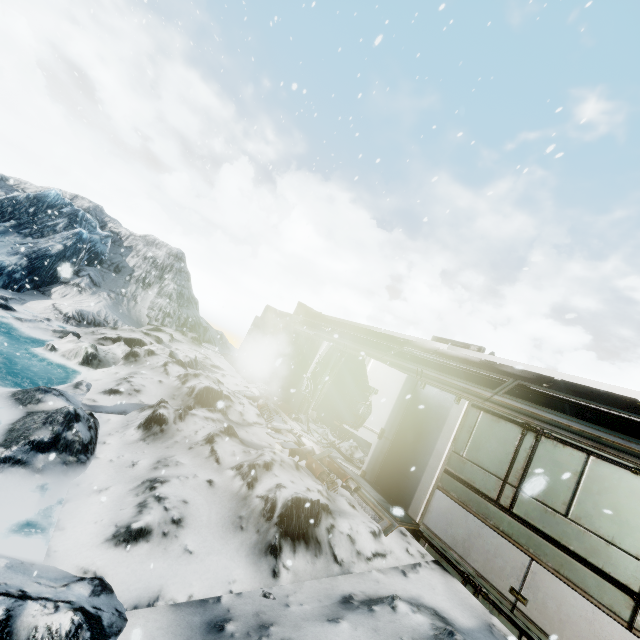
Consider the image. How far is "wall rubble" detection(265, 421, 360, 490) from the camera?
6.7 meters

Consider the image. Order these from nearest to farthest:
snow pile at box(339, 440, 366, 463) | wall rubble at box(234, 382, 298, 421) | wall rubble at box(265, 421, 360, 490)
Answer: wall rubble at box(265, 421, 360, 490) → snow pile at box(339, 440, 366, 463) → wall rubble at box(234, 382, 298, 421)

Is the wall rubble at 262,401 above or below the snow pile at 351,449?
below

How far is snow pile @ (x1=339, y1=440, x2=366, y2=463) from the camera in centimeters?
905cm

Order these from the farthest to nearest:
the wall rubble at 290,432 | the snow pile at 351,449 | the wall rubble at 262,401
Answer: the wall rubble at 262,401
the snow pile at 351,449
the wall rubble at 290,432

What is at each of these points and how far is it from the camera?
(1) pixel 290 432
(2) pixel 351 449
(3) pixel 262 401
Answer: (1) wall rubble, 8.8 meters
(2) snow pile, 9.3 meters
(3) wall rubble, 10.2 meters

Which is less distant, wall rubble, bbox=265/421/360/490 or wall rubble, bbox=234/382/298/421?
wall rubble, bbox=265/421/360/490

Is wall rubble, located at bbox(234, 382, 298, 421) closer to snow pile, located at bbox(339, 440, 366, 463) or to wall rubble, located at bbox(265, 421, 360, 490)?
snow pile, located at bbox(339, 440, 366, 463)
